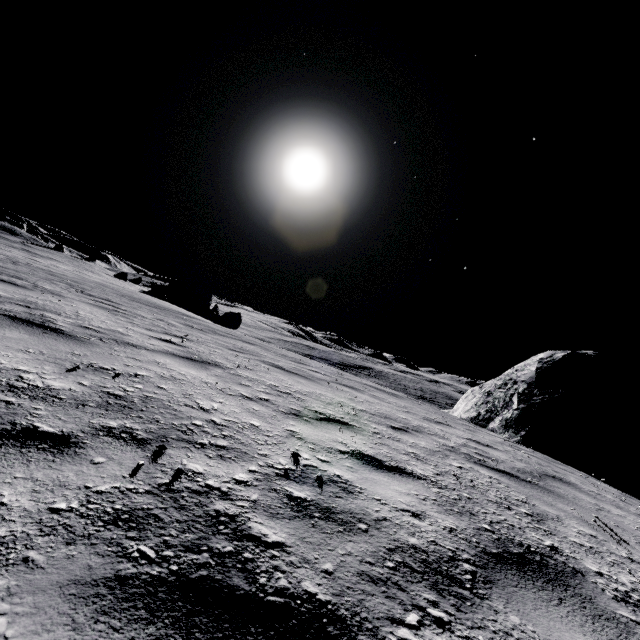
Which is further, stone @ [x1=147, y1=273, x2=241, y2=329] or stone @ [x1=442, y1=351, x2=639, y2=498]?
stone @ [x1=147, y1=273, x2=241, y2=329]

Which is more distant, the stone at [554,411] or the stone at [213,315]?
the stone at [213,315]

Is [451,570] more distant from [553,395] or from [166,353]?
[553,395]

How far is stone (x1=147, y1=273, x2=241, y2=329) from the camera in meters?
29.0 m

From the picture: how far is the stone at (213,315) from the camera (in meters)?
29.00
